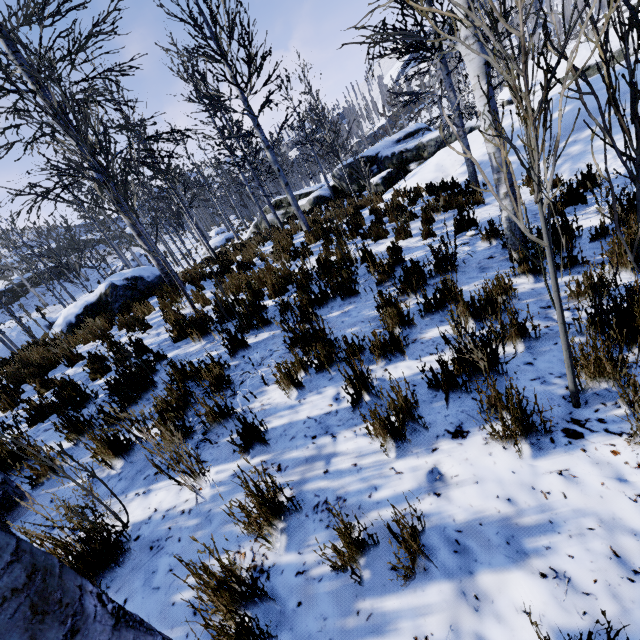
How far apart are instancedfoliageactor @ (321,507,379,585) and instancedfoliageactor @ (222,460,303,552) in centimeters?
35cm

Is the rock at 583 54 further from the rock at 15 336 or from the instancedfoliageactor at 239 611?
the rock at 15 336

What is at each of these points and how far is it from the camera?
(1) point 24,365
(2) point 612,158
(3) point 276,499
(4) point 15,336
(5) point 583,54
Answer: (1) instancedfoliageactor, 6.2 meters
(2) rock, 5.8 meters
(3) instancedfoliageactor, 2.0 meters
(4) rock, 24.5 meters
(5) rock, 16.0 meters

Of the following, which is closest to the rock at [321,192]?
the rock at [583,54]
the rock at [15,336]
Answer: the rock at [583,54]

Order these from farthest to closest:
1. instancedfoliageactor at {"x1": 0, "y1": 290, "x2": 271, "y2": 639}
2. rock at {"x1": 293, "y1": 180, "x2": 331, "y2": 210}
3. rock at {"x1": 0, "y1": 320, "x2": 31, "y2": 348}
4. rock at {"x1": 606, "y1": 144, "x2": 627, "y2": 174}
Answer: rock at {"x1": 0, "y1": 320, "x2": 31, "y2": 348}
rock at {"x1": 293, "y1": 180, "x2": 331, "y2": 210}
rock at {"x1": 606, "y1": 144, "x2": 627, "y2": 174}
instancedfoliageactor at {"x1": 0, "y1": 290, "x2": 271, "y2": 639}

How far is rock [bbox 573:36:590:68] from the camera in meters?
15.9 m

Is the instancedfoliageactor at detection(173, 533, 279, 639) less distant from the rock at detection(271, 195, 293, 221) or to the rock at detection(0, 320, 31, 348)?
the rock at detection(0, 320, 31, 348)

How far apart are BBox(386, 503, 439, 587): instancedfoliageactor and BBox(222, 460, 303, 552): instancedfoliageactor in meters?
0.5
